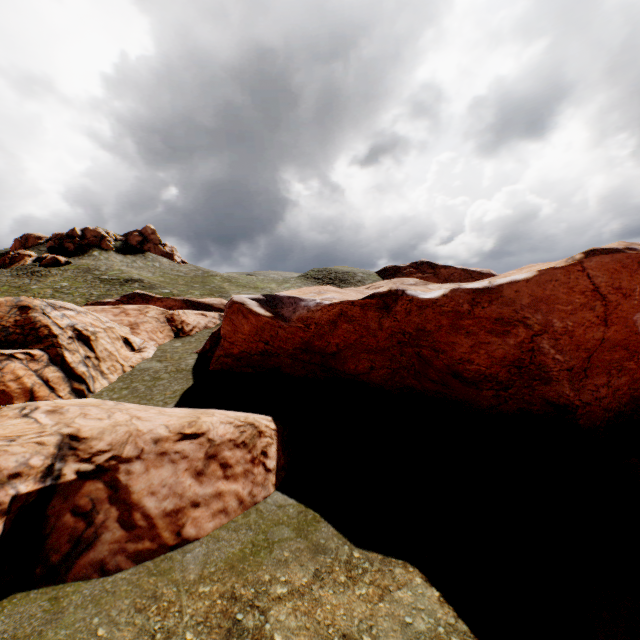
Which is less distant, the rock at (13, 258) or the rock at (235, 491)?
the rock at (235, 491)

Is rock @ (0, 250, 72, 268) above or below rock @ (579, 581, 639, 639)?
above

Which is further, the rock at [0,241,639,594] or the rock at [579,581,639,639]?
the rock at [0,241,639,594]

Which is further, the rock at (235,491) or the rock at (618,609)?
the rock at (235,491)

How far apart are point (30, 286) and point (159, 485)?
50.34m

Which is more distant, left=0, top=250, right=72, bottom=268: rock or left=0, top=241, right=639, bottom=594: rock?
left=0, top=250, right=72, bottom=268: rock
